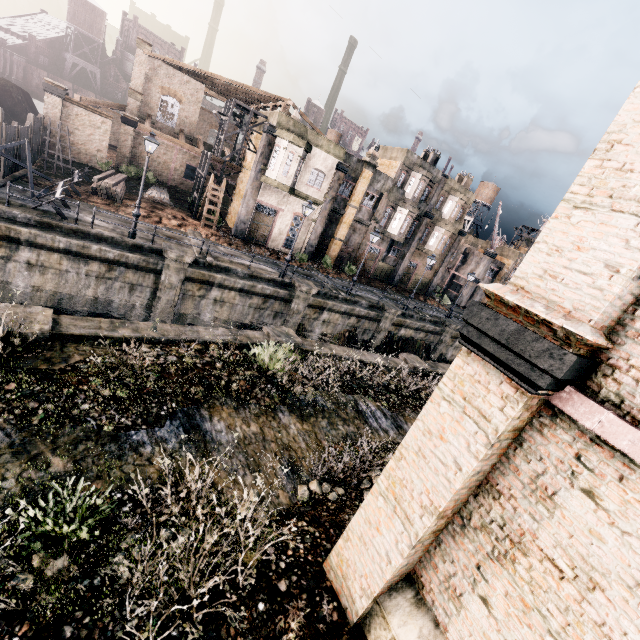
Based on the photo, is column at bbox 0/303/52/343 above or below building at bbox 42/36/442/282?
below

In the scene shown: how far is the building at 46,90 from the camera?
27.1m

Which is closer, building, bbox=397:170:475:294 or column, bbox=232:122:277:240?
column, bbox=232:122:277:240

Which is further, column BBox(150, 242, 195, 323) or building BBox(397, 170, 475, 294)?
building BBox(397, 170, 475, 294)

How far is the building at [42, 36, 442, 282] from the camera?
27.1 meters

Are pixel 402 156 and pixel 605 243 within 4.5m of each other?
no

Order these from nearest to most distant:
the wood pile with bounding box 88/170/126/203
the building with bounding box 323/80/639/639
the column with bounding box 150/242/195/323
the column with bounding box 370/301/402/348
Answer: the building with bounding box 323/80/639/639
the column with bounding box 150/242/195/323
the wood pile with bounding box 88/170/126/203
the column with bounding box 370/301/402/348

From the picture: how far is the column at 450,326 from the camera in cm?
3262
